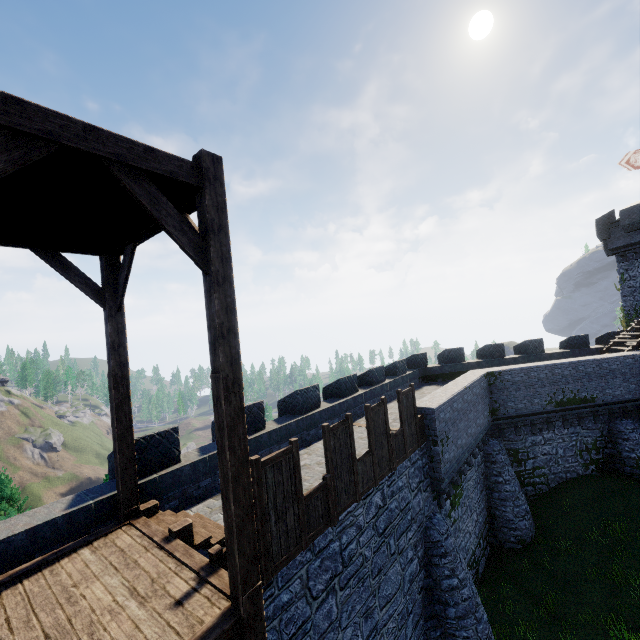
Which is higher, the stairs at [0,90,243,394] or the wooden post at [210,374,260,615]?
the stairs at [0,90,243,394]

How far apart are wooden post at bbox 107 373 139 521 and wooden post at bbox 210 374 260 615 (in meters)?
3.59

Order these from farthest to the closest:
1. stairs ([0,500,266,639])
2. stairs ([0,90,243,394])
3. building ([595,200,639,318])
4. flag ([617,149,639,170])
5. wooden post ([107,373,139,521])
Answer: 1. building ([595,200,639,318])
2. flag ([617,149,639,170])
3. wooden post ([107,373,139,521])
4. stairs ([0,500,266,639])
5. stairs ([0,90,243,394])

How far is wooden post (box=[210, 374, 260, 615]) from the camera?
4.1m

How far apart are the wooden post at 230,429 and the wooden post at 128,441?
3.59m

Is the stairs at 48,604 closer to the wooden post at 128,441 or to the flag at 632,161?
the wooden post at 128,441

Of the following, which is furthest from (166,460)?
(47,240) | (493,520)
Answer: (493,520)

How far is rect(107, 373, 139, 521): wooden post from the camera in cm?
653
